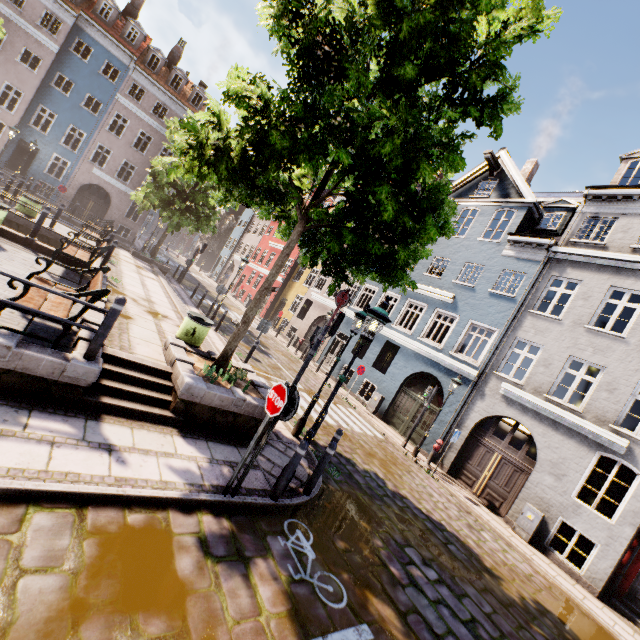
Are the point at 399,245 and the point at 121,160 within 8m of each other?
no

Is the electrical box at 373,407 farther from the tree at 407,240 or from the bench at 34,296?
the bench at 34,296

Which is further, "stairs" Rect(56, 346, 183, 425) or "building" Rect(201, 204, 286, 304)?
"building" Rect(201, 204, 286, 304)

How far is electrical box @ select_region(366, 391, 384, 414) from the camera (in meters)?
16.73

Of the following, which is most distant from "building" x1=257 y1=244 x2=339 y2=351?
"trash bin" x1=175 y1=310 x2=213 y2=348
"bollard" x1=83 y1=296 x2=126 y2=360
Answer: "bollard" x1=83 y1=296 x2=126 y2=360

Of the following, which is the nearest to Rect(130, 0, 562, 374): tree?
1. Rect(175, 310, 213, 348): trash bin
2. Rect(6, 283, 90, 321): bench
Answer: Rect(175, 310, 213, 348): trash bin

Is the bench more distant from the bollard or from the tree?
the tree

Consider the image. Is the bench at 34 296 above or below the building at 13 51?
below
